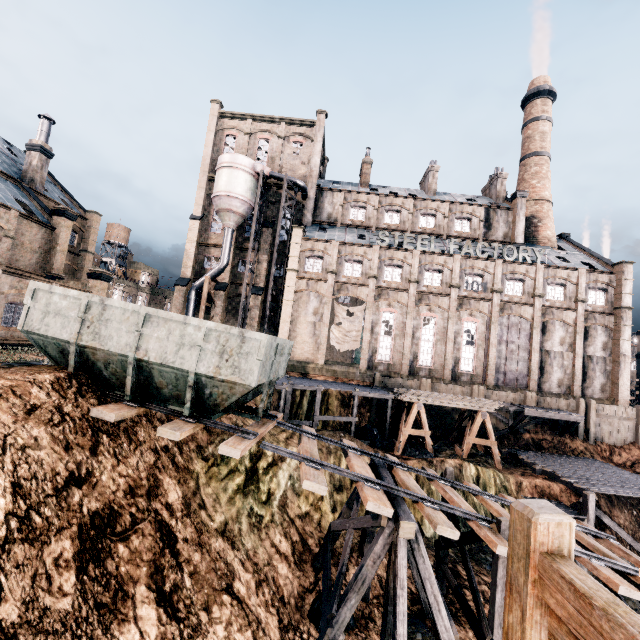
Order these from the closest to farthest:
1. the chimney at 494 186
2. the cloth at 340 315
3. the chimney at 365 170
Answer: the cloth at 340 315 < the chimney at 494 186 < the chimney at 365 170

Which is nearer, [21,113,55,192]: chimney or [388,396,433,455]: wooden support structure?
[388,396,433,455]: wooden support structure

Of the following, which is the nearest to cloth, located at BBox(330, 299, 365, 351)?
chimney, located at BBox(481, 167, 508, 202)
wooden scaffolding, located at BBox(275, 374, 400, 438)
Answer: wooden scaffolding, located at BBox(275, 374, 400, 438)

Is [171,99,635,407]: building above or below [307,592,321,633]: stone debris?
above

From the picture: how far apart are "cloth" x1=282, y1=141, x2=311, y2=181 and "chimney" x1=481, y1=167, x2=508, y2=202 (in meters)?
25.39

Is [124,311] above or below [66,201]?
below

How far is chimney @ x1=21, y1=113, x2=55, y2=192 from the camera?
32.09m

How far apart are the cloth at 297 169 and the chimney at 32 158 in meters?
24.2
